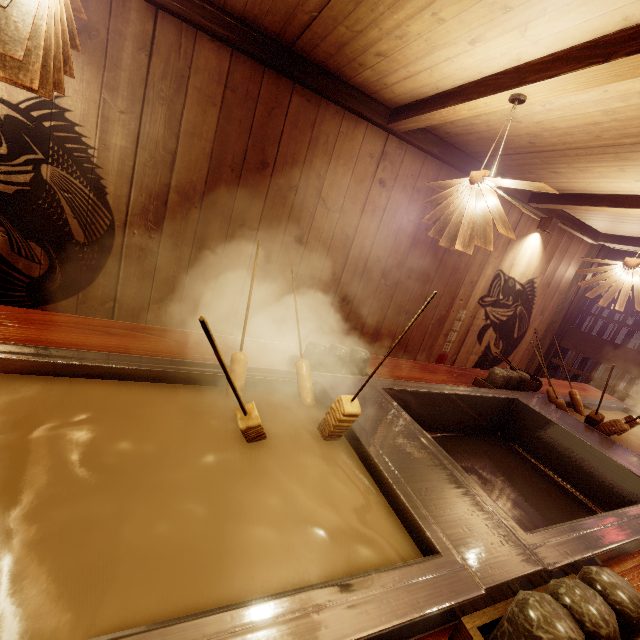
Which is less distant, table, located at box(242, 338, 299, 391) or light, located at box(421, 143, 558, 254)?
table, located at box(242, 338, 299, 391)

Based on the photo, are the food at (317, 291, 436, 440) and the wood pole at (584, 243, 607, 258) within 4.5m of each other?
no

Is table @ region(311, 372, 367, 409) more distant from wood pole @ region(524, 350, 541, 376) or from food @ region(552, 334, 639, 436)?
wood pole @ region(524, 350, 541, 376)

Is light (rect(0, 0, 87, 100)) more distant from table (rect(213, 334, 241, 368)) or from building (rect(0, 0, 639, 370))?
table (rect(213, 334, 241, 368))

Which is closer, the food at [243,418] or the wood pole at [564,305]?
the food at [243,418]

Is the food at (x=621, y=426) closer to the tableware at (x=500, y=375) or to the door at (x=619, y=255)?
the tableware at (x=500, y=375)

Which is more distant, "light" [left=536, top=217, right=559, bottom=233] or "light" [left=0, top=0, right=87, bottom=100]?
"light" [left=536, top=217, right=559, bottom=233]

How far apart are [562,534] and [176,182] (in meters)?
4.99
